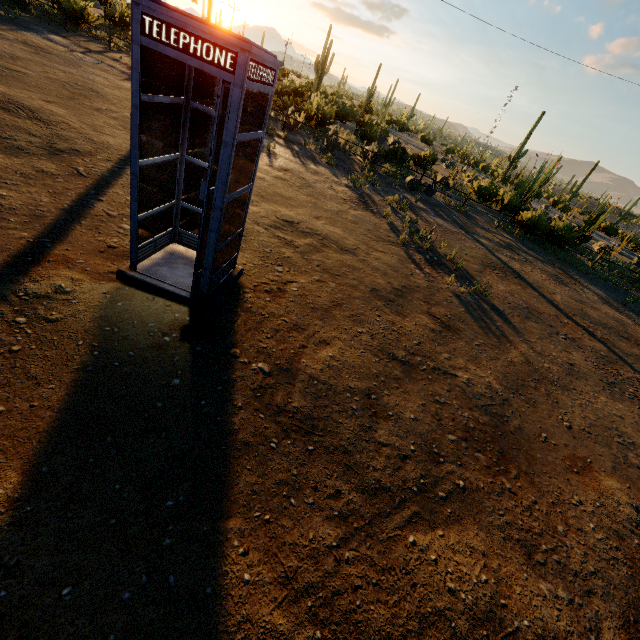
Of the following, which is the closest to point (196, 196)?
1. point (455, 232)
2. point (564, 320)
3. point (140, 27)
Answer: point (140, 27)
